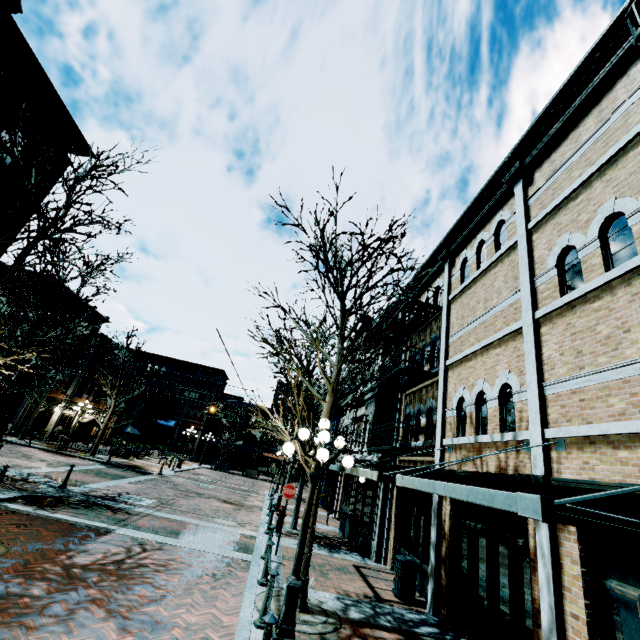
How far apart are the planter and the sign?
4.0 meters

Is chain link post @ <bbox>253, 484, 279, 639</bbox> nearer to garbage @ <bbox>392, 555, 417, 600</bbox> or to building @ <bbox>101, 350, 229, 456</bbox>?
garbage @ <bbox>392, 555, 417, 600</bbox>

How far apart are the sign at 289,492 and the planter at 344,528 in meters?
4.0

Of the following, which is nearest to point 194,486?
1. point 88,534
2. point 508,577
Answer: point 88,534

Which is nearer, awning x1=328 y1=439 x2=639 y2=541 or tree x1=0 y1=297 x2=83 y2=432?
awning x1=328 y1=439 x2=639 y2=541

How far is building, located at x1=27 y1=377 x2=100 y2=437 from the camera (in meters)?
27.03

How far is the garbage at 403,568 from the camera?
8.6 meters

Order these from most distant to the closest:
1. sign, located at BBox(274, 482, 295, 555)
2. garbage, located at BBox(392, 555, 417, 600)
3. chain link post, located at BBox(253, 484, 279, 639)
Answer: sign, located at BBox(274, 482, 295, 555)
garbage, located at BBox(392, 555, 417, 600)
chain link post, located at BBox(253, 484, 279, 639)
